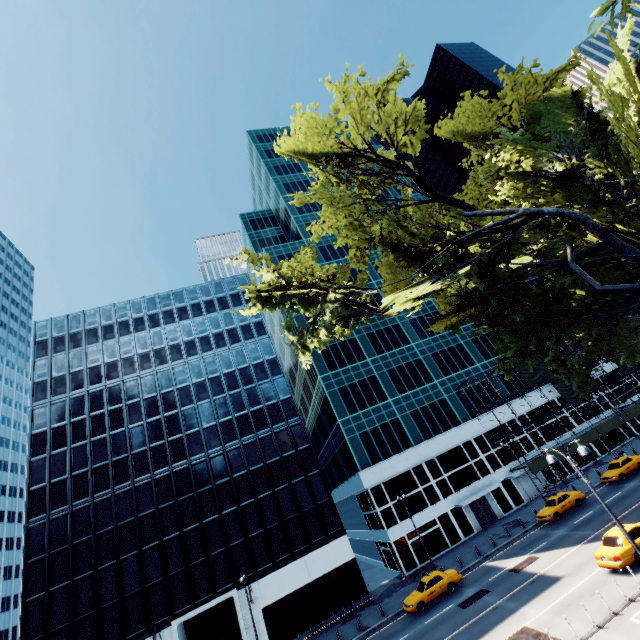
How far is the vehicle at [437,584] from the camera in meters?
25.0 m

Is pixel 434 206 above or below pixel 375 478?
above

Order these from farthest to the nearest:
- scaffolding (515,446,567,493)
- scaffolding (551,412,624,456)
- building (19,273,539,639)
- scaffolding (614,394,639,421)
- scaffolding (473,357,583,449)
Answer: scaffolding (614,394,639,421) < scaffolding (473,357,583,449) < scaffolding (551,412,624,456) < scaffolding (515,446,567,493) < building (19,273,539,639)

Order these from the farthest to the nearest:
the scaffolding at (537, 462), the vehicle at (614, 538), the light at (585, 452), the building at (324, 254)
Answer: the building at (324, 254) → the scaffolding at (537, 462) → the vehicle at (614, 538) → the light at (585, 452)

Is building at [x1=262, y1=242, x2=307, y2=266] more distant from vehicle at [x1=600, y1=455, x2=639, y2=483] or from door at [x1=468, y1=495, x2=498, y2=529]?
vehicle at [x1=600, y1=455, x2=639, y2=483]

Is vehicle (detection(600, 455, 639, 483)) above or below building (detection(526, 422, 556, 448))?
below

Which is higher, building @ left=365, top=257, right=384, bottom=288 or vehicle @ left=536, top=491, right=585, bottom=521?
building @ left=365, top=257, right=384, bottom=288

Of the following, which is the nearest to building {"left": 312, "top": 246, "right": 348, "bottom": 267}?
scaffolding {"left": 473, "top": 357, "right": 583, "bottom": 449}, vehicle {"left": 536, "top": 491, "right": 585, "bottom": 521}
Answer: scaffolding {"left": 473, "top": 357, "right": 583, "bottom": 449}
